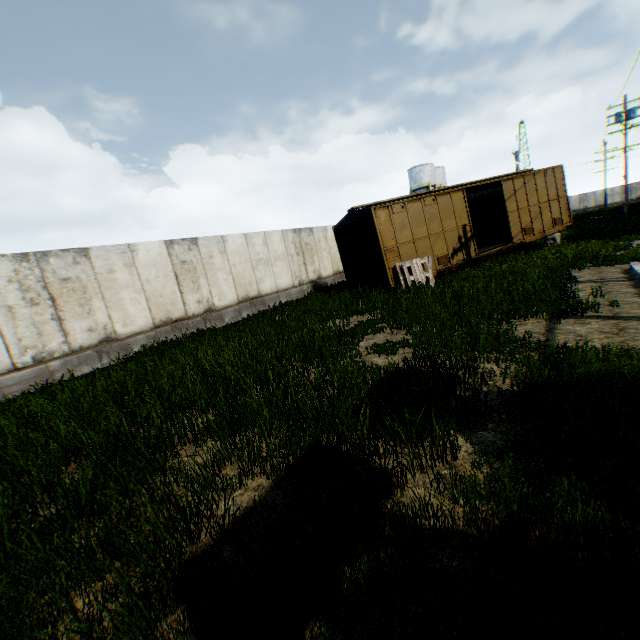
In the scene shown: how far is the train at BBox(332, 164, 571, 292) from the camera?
12.78m

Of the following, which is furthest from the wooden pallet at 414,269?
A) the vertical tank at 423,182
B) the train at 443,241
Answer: the vertical tank at 423,182

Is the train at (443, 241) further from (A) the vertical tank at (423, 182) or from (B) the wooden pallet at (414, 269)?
(A) the vertical tank at (423, 182)

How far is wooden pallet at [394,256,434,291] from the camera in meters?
12.5

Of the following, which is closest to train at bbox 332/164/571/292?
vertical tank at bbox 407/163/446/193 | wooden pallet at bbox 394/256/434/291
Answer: wooden pallet at bbox 394/256/434/291

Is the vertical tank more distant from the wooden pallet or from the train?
the wooden pallet

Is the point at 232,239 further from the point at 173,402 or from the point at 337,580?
the point at 337,580

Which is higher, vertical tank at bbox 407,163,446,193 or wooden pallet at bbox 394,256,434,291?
vertical tank at bbox 407,163,446,193
